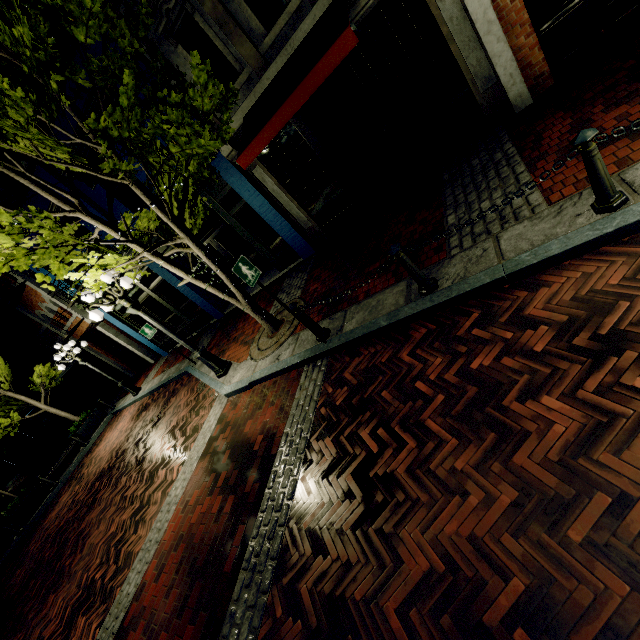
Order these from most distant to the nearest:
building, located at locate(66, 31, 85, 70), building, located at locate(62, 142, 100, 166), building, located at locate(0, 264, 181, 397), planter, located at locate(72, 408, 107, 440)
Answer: planter, located at locate(72, 408, 107, 440)
building, located at locate(0, 264, 181, 397)
building, located at locate(62, 142, 100, 166)
building, located at locate(66, 31, 85, 70)

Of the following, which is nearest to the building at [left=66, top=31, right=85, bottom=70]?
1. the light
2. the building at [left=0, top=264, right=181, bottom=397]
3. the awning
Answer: the awning

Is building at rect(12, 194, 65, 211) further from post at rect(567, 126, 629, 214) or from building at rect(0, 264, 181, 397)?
post at rect(567, 126, 629, 214)

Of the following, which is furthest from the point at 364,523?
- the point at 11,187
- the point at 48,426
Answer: the point at 48,426

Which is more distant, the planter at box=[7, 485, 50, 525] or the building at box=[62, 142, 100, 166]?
the planter at box=[7, 485, 50, 525]

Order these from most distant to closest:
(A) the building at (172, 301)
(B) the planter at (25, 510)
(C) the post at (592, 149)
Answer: (B) the planter at (25, 510) < (A) the building at (172, 301) < (C) the post at (592, 149)

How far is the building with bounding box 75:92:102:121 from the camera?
7.73m

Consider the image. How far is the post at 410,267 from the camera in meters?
4.1
